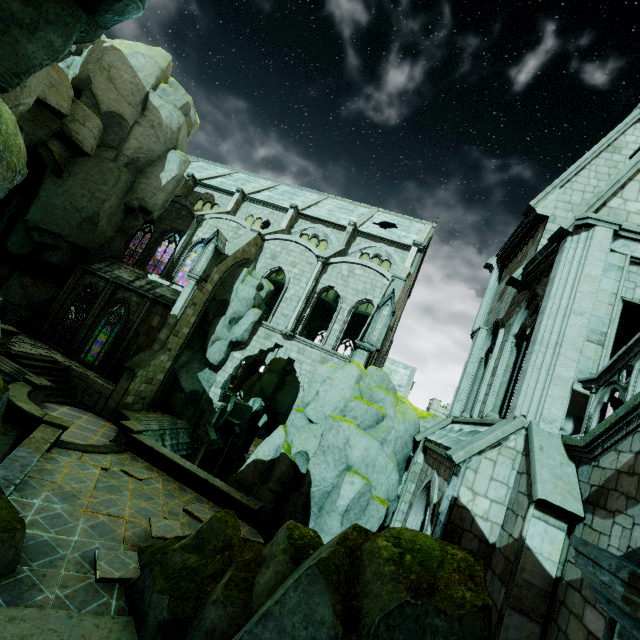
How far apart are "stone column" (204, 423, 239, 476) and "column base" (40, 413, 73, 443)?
14.1m

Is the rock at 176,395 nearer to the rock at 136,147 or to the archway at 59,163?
the rock at 136,147

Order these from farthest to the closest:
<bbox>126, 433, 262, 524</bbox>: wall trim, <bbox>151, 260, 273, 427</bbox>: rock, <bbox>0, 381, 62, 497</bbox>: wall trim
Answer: <bbox>151, 260, 273, 427</bbox>: rock
<bbox>126, 433, 262, 524</bbox>: wall trim
<bbox>0, 381, 62, 497</bbox>: wall trim

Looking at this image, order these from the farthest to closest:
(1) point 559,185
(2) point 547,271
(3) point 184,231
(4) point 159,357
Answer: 1. (3) point 184,231
2. (4) point 159,357
3. (1) point 559,185
4. (2) point 547,271

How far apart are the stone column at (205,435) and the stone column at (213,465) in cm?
380

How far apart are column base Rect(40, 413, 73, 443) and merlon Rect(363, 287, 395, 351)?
13.7m

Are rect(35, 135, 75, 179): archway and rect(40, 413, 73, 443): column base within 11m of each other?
no

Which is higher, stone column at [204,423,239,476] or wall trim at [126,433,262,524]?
wall trim at [126,433,262,524]
